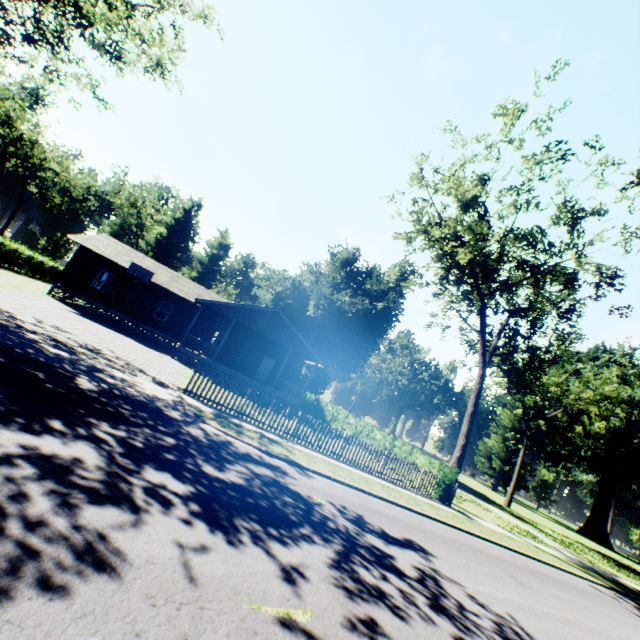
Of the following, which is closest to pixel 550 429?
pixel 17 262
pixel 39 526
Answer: pixel 39 526

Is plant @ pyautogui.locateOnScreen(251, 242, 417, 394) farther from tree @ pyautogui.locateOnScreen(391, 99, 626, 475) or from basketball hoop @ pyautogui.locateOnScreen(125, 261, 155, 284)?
basketball hoop @ pyautogui.locateOnScreen(125, 261, 155, 284)

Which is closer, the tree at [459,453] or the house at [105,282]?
the tree at [459,453]

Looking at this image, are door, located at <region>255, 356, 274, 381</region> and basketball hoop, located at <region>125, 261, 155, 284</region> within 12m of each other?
yes

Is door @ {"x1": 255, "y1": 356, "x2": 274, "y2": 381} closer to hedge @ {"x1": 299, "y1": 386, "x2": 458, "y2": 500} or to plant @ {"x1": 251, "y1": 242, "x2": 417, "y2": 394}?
hedge @ {"x1": 299, "y1": 386, "x2": 458, "y2": 500}

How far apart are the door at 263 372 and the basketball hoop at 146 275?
11.4 meters

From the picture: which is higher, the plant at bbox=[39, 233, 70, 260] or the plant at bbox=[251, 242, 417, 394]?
the plant at bbox=[251, 242, 417, 394]

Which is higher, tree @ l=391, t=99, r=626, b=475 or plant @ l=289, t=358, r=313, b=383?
tree @ l=391, t=99, r=626, b=475
